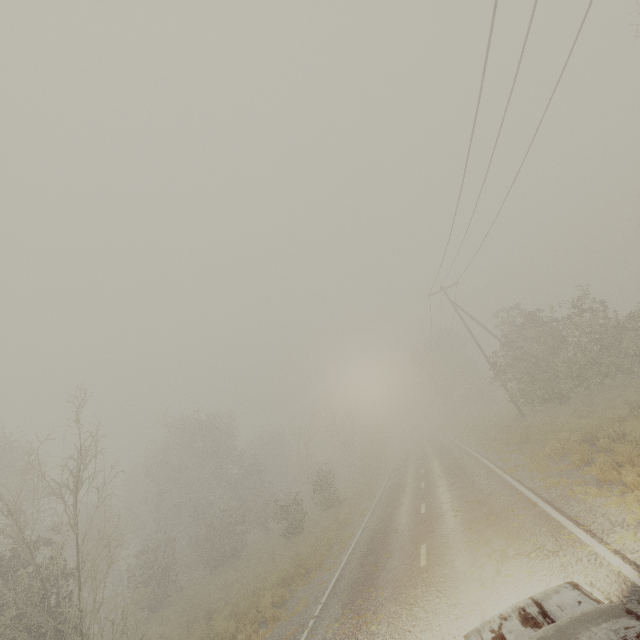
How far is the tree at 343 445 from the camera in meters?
36.8

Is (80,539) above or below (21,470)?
below

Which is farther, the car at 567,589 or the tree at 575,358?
the tree at 575,358

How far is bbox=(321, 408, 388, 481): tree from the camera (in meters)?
36.78

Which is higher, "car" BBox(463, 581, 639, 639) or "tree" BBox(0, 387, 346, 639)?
"tree" BBox(0, 387, 346, 639)

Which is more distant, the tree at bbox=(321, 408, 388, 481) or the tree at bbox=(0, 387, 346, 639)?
the tree at bbox=(321, 408, 388, 481)

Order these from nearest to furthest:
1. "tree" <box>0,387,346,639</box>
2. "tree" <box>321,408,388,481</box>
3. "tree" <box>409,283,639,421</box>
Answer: "tree" <box>0,387,346,639</box>
"tree" <box>409,283,639,421</box>
"tree" <box>321,408,388,481</box>
